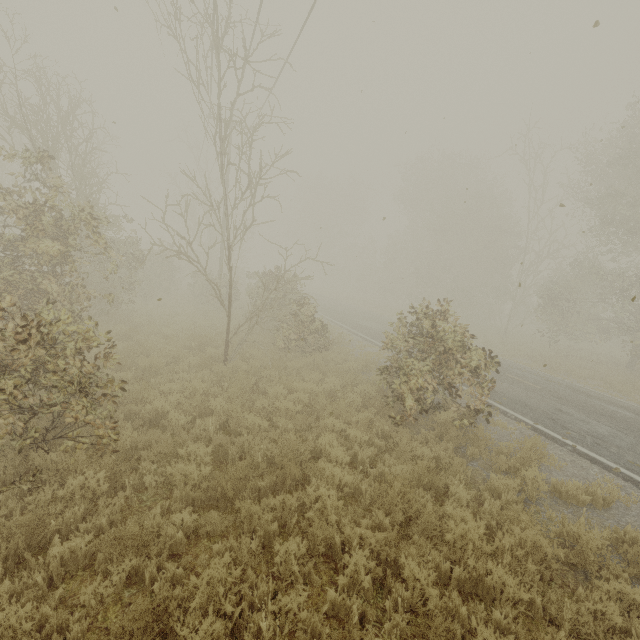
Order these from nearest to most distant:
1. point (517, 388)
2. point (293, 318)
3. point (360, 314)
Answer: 1. point (517, 388)
2. point (293, 318)
3. point (360, 314)
